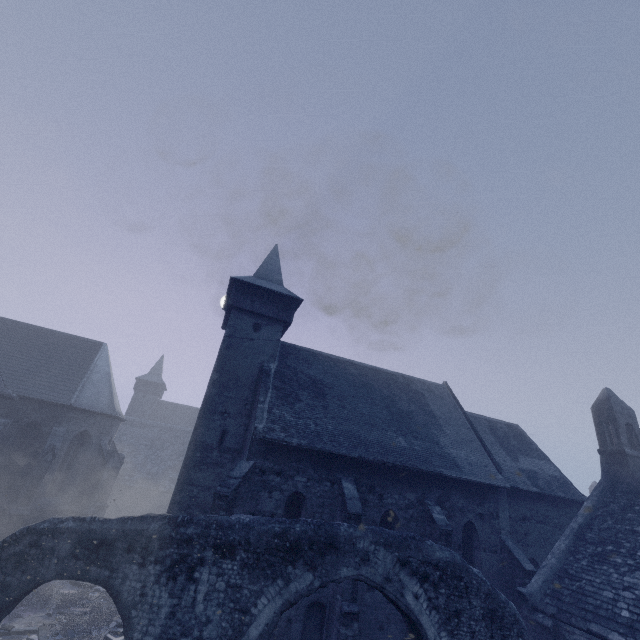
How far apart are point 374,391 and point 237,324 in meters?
8.9 m

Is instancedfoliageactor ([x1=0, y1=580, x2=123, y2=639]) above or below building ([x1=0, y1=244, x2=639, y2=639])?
below

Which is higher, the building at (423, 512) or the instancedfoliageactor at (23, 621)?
the building at (423, 512)

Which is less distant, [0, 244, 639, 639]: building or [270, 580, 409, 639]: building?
[270, 580, 409, 639]: building

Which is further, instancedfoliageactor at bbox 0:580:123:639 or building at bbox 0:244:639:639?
building at bbox 0:244:639:639

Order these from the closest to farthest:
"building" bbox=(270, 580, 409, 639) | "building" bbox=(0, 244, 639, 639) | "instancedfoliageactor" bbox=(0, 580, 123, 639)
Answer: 1. "instancedfoliageactor" bbox=(0, 580, 123, 639)
2. "building" bbox=(270, 580, 409, 639)
3. "building" bbox=(0, 244, 639, 639)

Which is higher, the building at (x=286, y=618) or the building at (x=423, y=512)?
the building at (x=423, y=512)
